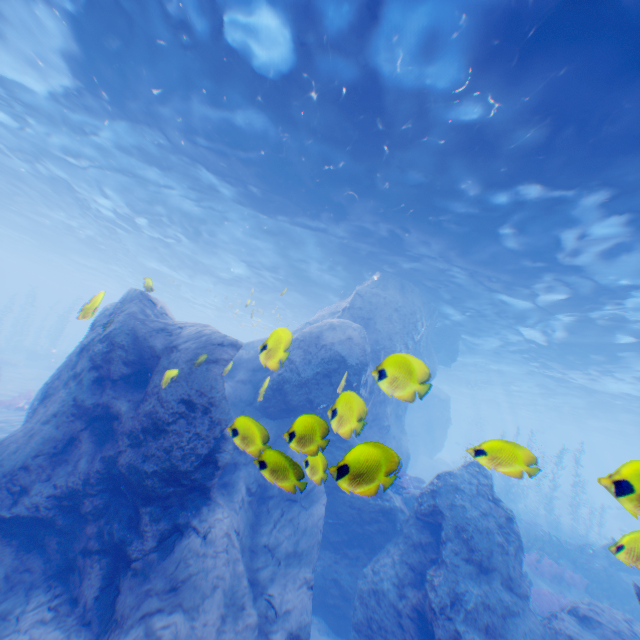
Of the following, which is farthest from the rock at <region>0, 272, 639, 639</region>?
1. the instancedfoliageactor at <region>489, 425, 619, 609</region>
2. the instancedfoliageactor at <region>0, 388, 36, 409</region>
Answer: the instancedfoliageactor at <region>0, 388, 36, 409</region>

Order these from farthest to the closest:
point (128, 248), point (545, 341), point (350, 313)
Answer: point (128, 248), point (545, 341), point (350, 313)

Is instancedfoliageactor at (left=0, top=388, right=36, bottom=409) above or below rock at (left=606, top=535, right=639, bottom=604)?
below

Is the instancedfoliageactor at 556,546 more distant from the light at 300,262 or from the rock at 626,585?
the light at 300,262

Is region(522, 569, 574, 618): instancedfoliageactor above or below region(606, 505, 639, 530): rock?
below

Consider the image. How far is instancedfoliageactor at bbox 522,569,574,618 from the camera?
11.6m
